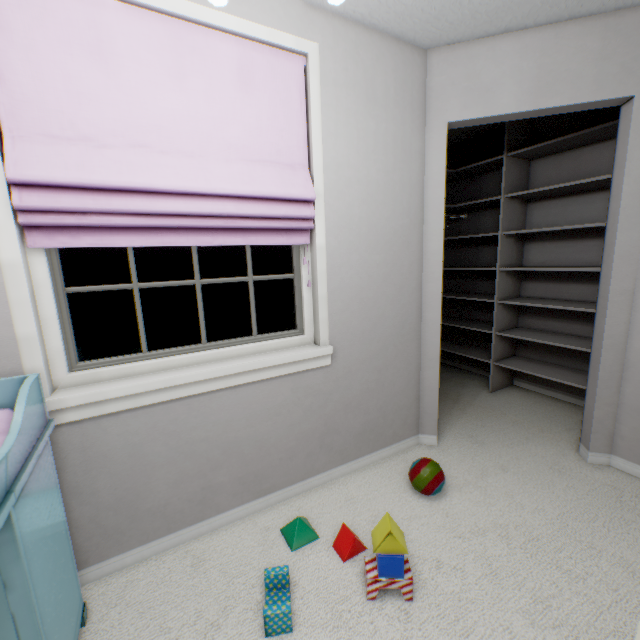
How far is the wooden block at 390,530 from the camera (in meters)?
1.24

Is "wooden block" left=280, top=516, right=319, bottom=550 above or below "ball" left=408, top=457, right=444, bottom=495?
below

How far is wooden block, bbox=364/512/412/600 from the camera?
1.24m

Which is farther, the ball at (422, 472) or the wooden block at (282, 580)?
the ball at (422, 472)

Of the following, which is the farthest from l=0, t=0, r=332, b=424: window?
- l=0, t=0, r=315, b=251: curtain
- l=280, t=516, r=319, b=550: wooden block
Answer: Answer: l=280, t=516, r=319, b=550: wooden block

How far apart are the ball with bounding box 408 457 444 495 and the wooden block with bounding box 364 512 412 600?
0.48m

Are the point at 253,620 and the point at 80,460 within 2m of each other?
yes

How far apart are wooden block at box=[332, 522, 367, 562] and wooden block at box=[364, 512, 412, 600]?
0.1m
